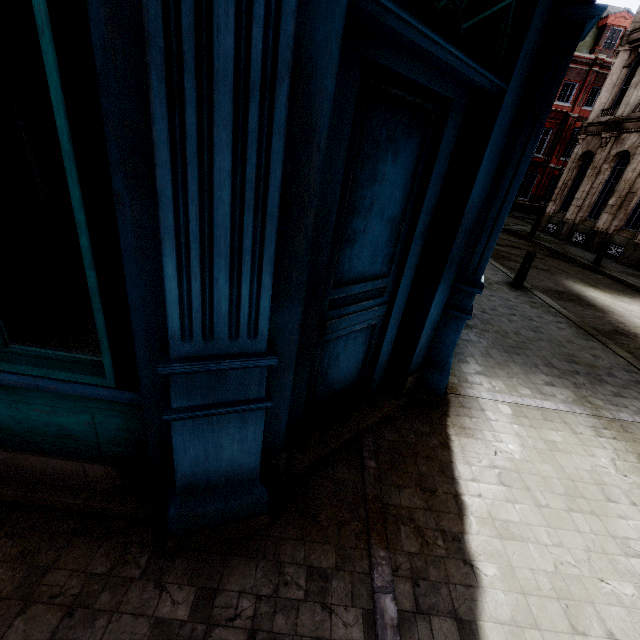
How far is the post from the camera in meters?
8.1 m

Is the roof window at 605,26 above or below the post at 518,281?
above

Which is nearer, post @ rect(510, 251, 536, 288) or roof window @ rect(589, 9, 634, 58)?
post @ rect(510, 251, 536, 288)

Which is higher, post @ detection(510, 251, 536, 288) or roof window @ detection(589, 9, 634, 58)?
roof window @ detection(589, 9, 634, 58)

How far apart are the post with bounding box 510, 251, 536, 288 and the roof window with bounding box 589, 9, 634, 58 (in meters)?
32.71

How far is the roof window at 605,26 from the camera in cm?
2567

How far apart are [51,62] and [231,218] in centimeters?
79cm

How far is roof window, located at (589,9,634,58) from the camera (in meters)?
25.67
